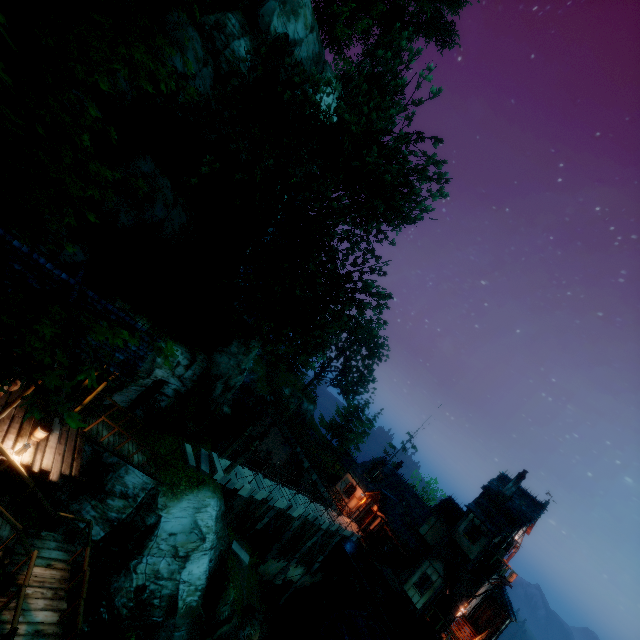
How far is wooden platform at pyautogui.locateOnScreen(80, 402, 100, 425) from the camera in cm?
Result: 1335

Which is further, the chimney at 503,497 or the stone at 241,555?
Result: the chimney at 503,497

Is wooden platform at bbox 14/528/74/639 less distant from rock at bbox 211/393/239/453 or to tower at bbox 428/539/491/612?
rock at bbox 211/393/239/453

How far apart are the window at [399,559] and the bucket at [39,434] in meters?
29.1 m

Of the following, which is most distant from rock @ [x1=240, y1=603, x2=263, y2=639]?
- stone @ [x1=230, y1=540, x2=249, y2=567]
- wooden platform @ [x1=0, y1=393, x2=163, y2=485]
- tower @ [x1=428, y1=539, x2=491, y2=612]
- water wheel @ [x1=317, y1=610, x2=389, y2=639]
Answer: tower @ [x1=428, y1=539, x2=491, y2=612]

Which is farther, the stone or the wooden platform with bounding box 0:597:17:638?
the stone

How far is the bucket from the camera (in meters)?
10.75

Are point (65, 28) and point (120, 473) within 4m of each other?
no
